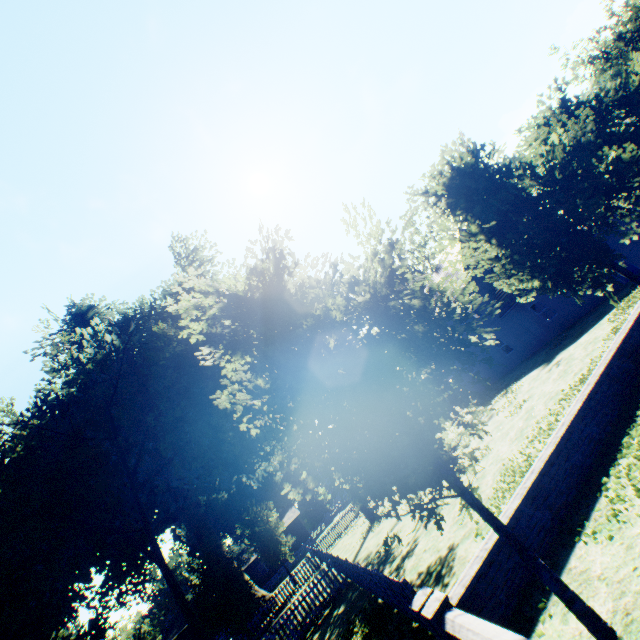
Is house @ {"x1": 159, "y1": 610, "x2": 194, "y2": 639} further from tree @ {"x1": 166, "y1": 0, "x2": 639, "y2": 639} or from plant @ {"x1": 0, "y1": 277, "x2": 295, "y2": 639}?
tree @ {"x1": 166, "y1": 0, "x2": 639, "y2": 639}

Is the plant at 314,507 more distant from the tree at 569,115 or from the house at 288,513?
the tree at 569,115

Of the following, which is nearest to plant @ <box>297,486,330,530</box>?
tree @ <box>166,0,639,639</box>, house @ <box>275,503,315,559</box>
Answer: house @ <box>275,503,315,559</box>

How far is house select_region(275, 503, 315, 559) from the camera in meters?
46.7

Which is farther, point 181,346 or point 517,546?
point 181,346

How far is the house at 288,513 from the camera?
46.69m

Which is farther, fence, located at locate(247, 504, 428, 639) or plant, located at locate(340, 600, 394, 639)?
plant, located at locate(340, 600, 394, 639)
